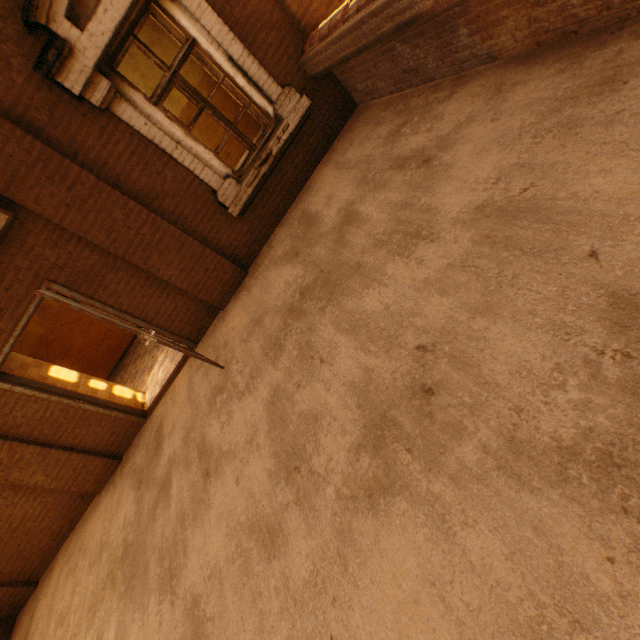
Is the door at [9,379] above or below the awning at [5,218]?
below

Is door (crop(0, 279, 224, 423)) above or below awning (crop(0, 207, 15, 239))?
below

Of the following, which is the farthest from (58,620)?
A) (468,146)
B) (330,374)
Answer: (468,146)
